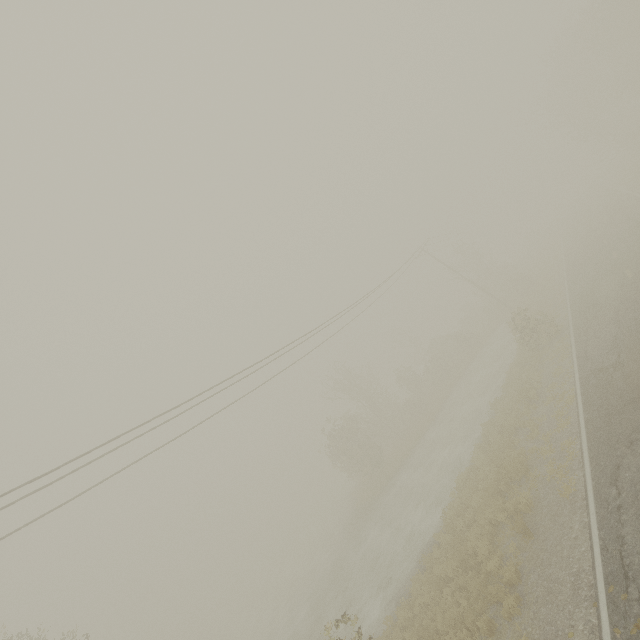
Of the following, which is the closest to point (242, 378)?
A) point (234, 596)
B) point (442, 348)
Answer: point (442, 348)
